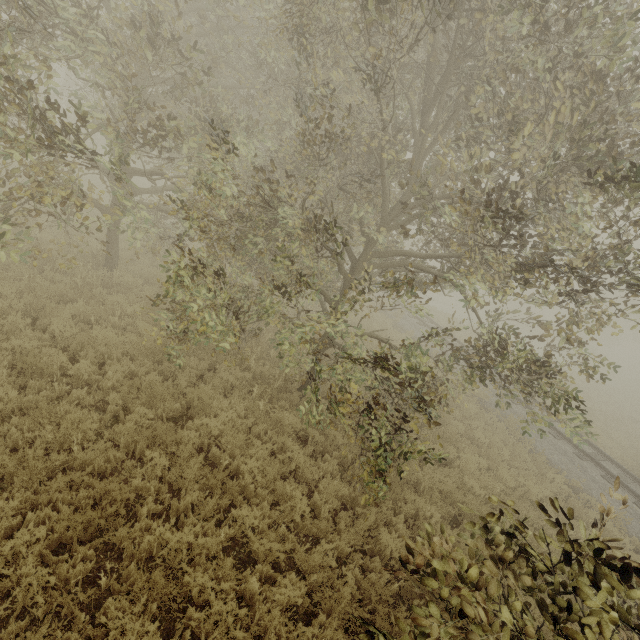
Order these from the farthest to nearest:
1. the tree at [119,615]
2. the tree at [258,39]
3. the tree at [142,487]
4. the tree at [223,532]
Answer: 1. the tree at [142,487]
2. the tree at [223,532]
3. the tree at [258,39]
4. the tree at [119,615]

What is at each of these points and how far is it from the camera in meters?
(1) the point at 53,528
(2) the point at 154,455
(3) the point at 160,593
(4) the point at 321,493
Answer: (1) tree, 4.2
(2) tree, 5.4
(3) tree, 3.9
(4) tree, 6.5

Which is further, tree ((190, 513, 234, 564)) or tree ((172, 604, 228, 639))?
tree ((190, 513, 234, 564))

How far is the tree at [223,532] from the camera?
4.54m

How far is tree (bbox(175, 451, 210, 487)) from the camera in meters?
5.4

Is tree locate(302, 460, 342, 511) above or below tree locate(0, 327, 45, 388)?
below
